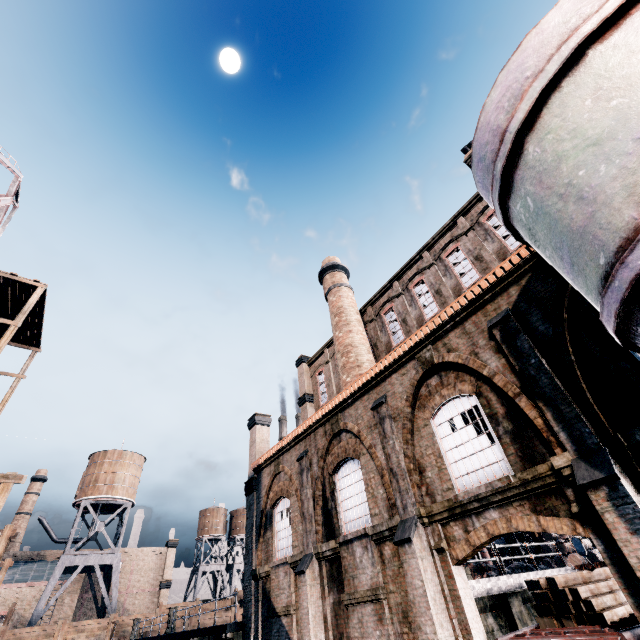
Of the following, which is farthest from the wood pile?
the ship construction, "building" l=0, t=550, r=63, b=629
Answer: "building" l=0, t=550, r=63, b=629

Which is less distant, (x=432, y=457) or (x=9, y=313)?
(x=432, y=457)

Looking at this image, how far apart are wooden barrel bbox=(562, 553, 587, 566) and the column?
9.8m

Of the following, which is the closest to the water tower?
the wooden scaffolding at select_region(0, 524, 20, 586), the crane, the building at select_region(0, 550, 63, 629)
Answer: the wooden scaffolding at select_region(0, 524, 20, 586)

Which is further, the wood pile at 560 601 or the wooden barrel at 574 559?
the wooden barrel at 574 559

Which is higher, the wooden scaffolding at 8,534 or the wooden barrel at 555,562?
the wooden scaffolding at 8,534

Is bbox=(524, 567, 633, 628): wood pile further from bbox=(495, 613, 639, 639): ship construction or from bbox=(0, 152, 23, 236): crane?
bbox=(0, 152, 23, 236): crane
